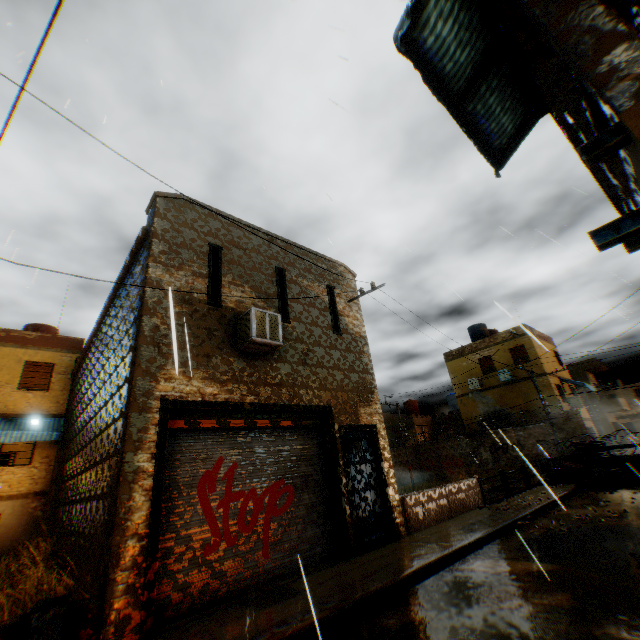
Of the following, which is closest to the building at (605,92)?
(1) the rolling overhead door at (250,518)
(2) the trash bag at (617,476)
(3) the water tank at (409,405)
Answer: (1) the rolling overhead door at (250,518)

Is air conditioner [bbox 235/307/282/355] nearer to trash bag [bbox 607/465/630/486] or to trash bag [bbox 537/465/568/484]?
trash bag [bbox 537/465/568/484]

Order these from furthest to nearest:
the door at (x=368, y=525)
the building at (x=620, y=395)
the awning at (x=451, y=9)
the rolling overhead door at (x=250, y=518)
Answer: the building at (x=620, y=395)
the door at (x=368, y=525)
the rolling overhead door at (x=250, y=518)
the awning at (x=451, y=9)

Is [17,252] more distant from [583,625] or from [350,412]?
[583,625]

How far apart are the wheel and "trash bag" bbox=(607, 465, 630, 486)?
0.13m

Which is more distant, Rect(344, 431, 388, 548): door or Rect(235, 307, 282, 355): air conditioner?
Rect(344, 431, 388, 548): door

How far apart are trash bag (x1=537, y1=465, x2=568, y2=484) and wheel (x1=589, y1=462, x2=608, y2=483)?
0.6m

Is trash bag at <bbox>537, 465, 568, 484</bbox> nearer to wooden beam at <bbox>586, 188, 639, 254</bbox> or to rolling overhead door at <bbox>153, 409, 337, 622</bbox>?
rolling overhead door at <bbox>153, 409, 337, 622</bbox>
